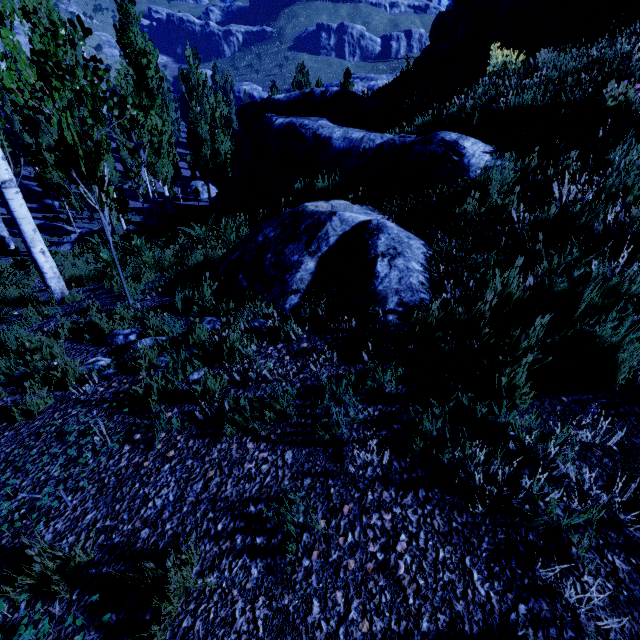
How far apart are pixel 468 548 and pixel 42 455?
3.2 meters

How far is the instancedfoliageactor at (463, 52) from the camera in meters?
6.6

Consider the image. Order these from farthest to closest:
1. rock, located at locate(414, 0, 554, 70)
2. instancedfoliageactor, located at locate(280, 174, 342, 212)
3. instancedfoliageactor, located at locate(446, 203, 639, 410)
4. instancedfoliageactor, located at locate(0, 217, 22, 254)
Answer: instancedfoliageactor, located at locate(0, 217, 22, 254) < rock, located at locate(414, 0, 554, 70) < instancedfoliageactor, located at locate(280, 174, 342, 212) < instancedfoliageactor, located at locate(446, 203, 639, 410)

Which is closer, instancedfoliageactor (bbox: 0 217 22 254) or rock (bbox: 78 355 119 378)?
rock (bbox: 78 355 119 378)

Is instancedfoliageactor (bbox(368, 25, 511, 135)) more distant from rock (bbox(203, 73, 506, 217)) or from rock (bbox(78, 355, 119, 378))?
rock (bbox(203, 73, 506, 217))

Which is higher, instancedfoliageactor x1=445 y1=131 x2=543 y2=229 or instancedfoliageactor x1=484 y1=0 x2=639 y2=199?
instancedfoliageactor x1=484 y1=0 x2=639 y2=199

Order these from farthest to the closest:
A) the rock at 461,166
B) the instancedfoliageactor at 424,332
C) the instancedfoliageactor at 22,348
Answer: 1. the rock at 461,166
2. the instancedfoliageactor at 22,348
3. the instancedfoliageactor at 424,332
